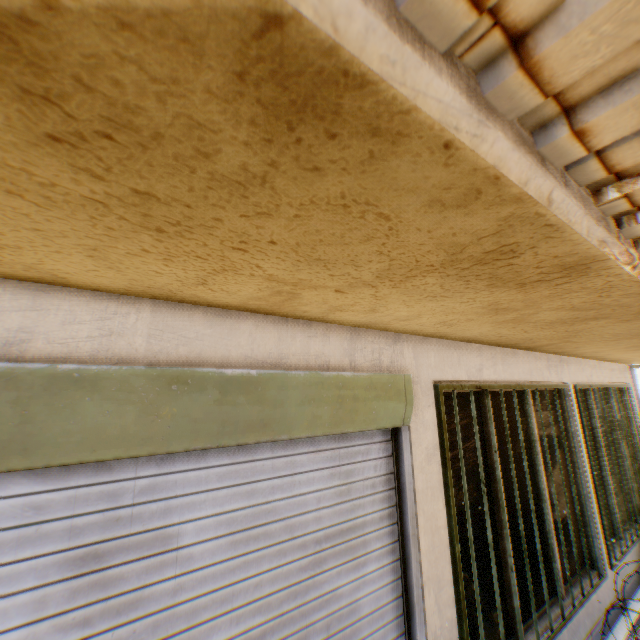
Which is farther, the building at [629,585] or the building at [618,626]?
the building at [629,585]

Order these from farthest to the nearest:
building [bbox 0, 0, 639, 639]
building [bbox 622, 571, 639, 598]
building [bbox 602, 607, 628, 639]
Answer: building [bbox 622, 571, 639, 598] < building [bbox 602, 607, 628, 639] < building [bbox 0, 0, 639, 639]

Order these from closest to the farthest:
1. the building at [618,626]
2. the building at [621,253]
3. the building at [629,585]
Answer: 1. the building at [621,253]
2. the building at [618,626]
3. the building at [629,585]

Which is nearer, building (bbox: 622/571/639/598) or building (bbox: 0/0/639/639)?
building (bbox: 0/0/639/639)

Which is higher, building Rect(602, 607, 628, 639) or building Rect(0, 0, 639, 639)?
building Rect(0, 0, 639, 639)

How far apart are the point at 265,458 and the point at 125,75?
1.84m
